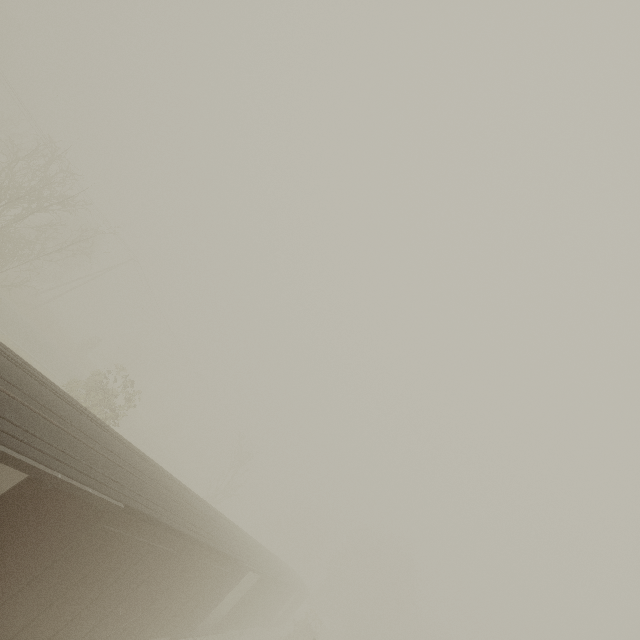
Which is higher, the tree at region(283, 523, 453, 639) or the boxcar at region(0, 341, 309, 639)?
the tree at region(283, 523, 453, 639)

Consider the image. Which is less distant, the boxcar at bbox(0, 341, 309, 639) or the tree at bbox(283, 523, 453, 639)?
the boxcar at bbox(0, 341, 309, 639)

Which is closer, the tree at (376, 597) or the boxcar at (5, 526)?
the boxcar at (5, 526)

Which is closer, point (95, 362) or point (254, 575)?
point (254, 575)

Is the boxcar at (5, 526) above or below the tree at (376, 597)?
below
